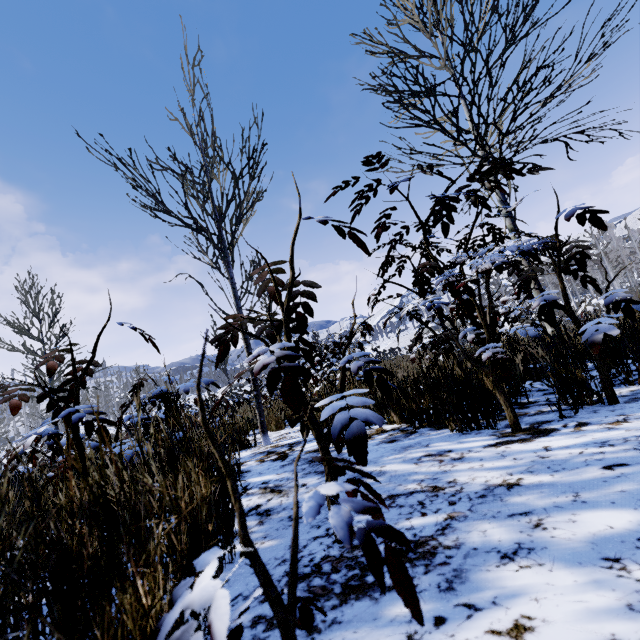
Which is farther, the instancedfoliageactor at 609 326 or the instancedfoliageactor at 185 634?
the instancedfoliageactor at 609 326

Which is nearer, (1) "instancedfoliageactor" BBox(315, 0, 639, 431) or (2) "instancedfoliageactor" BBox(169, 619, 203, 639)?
(2) "instancedfoliageactor" BBox(169, 619, 203, 639)

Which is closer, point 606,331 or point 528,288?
point 606,331
